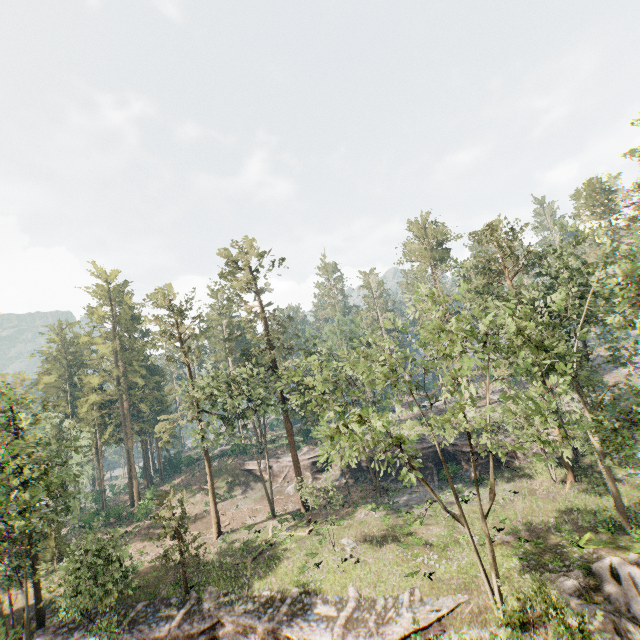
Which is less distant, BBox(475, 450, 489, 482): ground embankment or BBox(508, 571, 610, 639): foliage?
BBox(508, 571, 610, 639): foliage

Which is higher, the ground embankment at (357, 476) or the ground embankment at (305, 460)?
the ground embankment at (305, 460)

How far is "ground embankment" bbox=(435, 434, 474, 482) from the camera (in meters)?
35.62

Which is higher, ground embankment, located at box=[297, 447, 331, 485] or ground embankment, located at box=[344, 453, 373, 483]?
ground embankment, located at box=[297, 447, 331, 485]

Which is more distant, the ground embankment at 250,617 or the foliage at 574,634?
the ground embankment at 250,617

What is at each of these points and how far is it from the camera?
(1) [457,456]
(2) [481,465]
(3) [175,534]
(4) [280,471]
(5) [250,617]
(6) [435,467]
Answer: (1) ground embankment, 38.1 meters
(2) ground embankment, 35.9 meters
(3) foliage, 27.2 meters
(4) ground embankment, 47.4 meters
(5) ground embankment, 22.2 meters
(6) ground embankment, 38.4 meters

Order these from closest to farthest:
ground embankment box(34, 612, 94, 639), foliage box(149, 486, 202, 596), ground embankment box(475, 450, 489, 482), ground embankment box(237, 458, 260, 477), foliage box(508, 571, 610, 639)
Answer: foliage box(508, 571, 610, 639) → ground embankment box(34, 612, 94, 639) → foliage box(149, 486, 202, 596) → ground embankment box(475, 450, 489, 482) → ground embankment box(237, 458, 260, 477)
